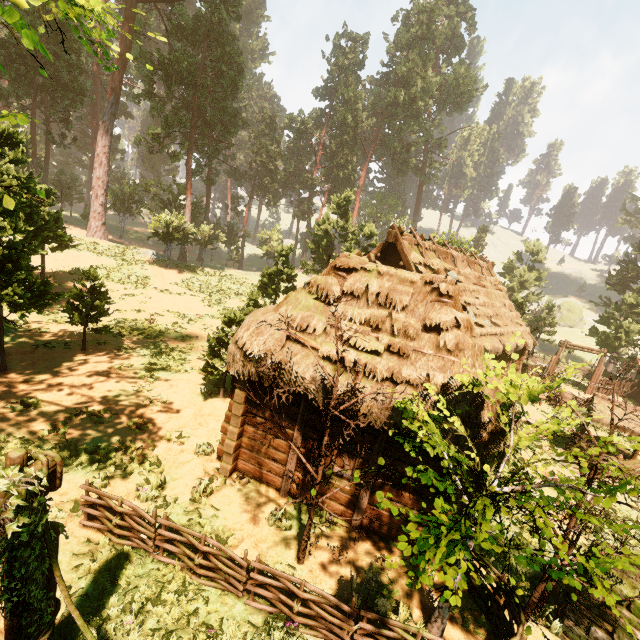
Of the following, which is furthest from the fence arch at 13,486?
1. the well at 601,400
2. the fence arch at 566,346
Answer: the fence arch at 566,346

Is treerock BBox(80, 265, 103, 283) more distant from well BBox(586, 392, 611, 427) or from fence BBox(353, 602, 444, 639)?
well BBox(586, 392, 611, 427)

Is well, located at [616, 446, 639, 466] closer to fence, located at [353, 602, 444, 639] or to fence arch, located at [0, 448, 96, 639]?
fence, located at [353, 602, 444, 639]

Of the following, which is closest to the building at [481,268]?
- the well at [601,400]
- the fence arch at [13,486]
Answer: the fence arch at [13,486]

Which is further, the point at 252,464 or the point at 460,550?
the point at 252,464

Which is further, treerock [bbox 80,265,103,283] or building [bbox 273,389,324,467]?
treerock [bbox 80,265,103,283]

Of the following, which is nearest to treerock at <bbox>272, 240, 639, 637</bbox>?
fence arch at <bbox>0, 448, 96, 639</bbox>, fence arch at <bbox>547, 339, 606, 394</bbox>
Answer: fence arch at <bbox>0, 448, 96, 639</bbox>

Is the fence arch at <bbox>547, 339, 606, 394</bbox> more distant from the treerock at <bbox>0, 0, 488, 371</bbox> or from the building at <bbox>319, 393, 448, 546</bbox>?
the building at <bbox>319, 393, 448, 546</bbox>
